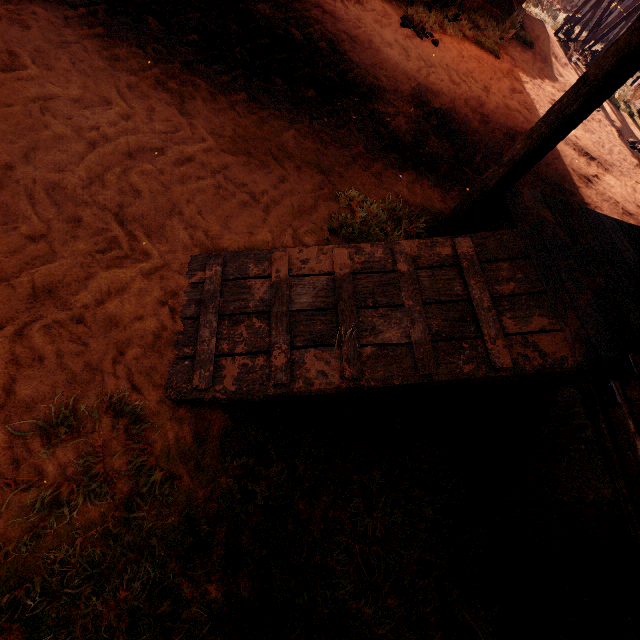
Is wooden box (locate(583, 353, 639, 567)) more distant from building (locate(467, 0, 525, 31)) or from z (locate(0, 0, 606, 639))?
z (locate(0, 0, 606, 639))

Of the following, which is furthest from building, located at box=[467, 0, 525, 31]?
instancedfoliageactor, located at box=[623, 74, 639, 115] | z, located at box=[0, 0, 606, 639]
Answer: instancedfoliageactor, located at box=[623, 74, 639, 115]

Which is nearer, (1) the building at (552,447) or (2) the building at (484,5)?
(1) the building at (552,447)

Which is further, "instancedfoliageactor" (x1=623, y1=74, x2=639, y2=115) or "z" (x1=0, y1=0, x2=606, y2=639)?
"instancedfoliageactor" (x1=623, y1=74, x2=639, y2=115)

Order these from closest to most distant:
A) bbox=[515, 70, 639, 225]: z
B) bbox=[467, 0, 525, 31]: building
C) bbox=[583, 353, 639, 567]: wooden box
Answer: bbox=[583, 353, 639, 567]: wooden box < bbox=[515, 70, 639, 225]: z < bbox=[467, 0, 525, 31]: building

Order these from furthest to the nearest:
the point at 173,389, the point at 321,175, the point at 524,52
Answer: the point at 524,52 → the point at 321,175 → the point at 173,389

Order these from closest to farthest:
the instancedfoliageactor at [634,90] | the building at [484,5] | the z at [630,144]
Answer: the z at [630,144], the building at [484,5], the instancedfoliageactor at [634,90]

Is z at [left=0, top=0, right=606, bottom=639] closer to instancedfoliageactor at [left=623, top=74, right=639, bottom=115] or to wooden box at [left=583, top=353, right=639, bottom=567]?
instancedfoliageactor at [left=623, top=74, right=639, bottom=115]
